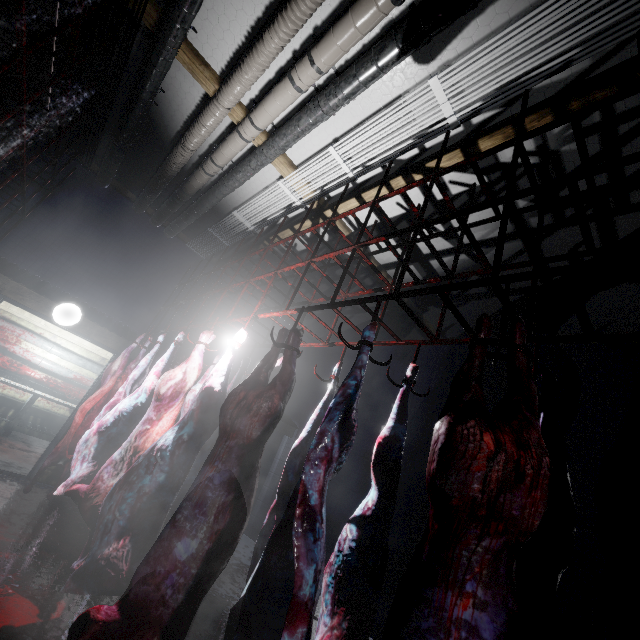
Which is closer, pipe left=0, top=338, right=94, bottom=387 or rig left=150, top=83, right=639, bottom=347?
rig left=150, top=83, right=639, bottom=347

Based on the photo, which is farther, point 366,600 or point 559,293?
point 559,293

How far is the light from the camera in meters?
4.3 m

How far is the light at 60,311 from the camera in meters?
4.3

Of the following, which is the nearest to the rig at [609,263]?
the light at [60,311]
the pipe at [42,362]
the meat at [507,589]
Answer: the meat at [507,589]

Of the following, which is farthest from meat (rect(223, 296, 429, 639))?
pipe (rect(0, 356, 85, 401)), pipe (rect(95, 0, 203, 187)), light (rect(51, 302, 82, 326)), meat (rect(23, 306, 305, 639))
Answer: pipe (rect(0, 356, 85, 401))

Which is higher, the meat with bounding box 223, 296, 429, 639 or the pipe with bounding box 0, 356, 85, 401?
the pipe with bounding box 0, 356, 85, 401

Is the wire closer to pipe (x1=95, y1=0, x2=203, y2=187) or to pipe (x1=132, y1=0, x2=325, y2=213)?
pipe (x1=132, y1=0, x2=325, y2=213)
